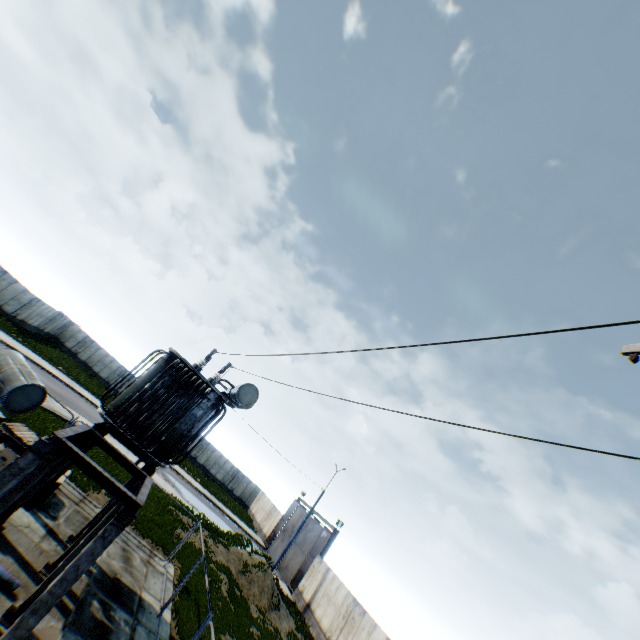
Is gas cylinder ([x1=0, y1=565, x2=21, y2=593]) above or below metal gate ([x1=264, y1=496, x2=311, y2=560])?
below

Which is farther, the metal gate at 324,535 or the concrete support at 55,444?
the metal gate at 324,535

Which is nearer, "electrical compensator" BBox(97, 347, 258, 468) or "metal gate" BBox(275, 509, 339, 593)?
"electrical compensator" BBox(97, 347, 258, 468)

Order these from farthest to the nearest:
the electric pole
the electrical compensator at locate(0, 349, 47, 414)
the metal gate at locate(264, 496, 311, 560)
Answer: the metal gate at locate(264, 496, 311, 560) < the electrical compensator at locate(0, 349, 47, 414) < the electric pole

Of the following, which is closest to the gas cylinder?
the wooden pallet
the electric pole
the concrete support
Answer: the concrete support

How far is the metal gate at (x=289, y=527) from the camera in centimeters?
3409cm

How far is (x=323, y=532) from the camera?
30.25m

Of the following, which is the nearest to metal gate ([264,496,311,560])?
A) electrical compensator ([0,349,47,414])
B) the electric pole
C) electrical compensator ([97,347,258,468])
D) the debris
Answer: electrical compensator ([97,347,258,468])
